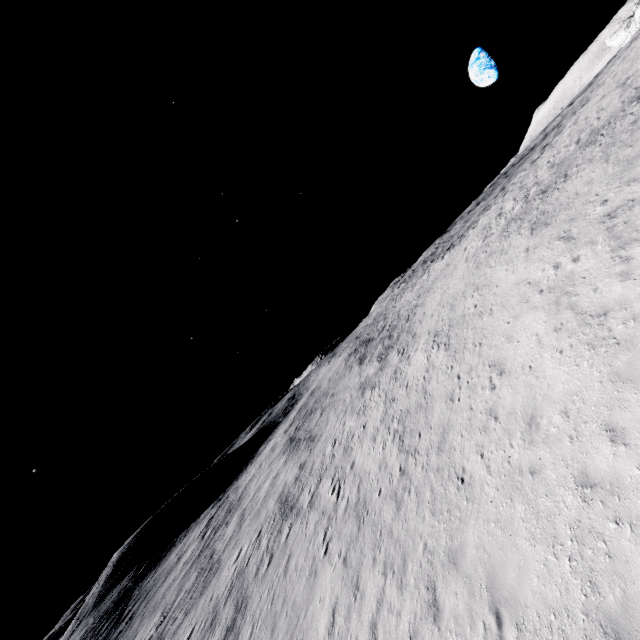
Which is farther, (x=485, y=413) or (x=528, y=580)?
(x=485, y=413)
